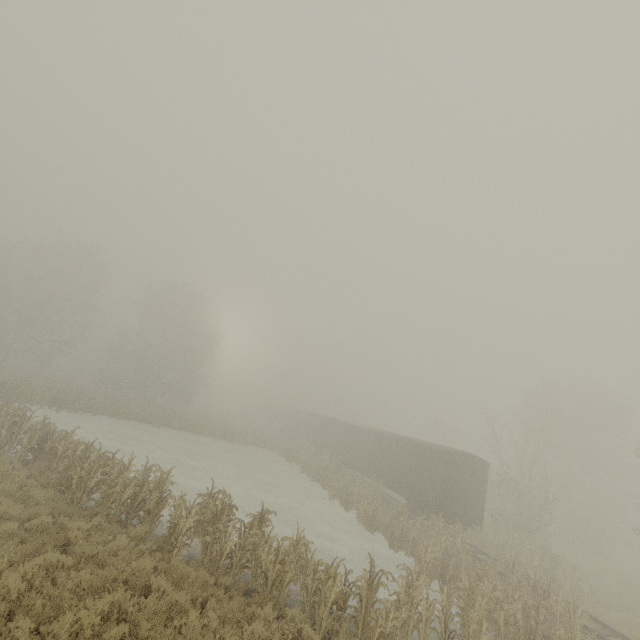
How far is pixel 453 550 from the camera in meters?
15.6

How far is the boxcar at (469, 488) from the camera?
19.06m

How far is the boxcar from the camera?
19.1 meters
